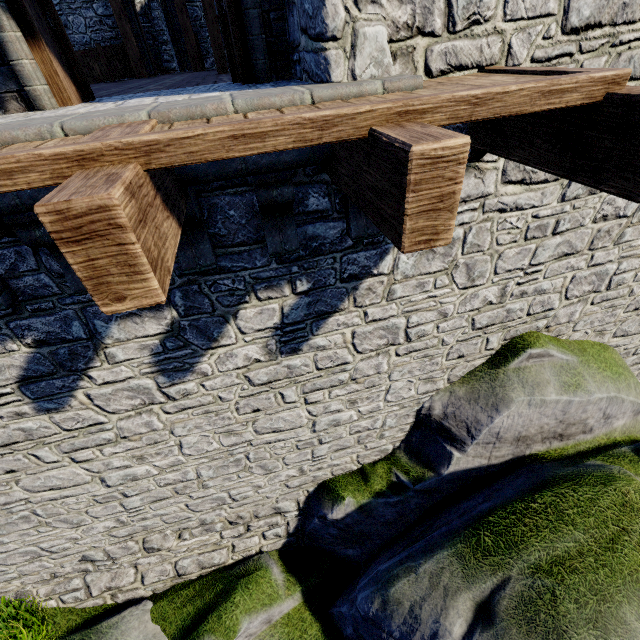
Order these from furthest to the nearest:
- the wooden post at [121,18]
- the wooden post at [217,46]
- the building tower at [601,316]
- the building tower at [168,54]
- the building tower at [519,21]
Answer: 1. the building tower at [168,54]
2. the wooden post at [121,18]
3. the wooden post at [217,46]
4. the building tower at [601,316]
5. the building tower at [519,21]

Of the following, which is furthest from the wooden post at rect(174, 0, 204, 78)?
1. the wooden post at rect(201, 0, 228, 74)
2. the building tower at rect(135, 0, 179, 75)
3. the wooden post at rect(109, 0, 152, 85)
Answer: the wooden post at rect(201, 0, 228, 74)

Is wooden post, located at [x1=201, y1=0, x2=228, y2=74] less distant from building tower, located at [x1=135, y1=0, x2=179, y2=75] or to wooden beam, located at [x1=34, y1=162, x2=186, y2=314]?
building tower, located at [x1=135, y1=0, x2=179, y2=75]

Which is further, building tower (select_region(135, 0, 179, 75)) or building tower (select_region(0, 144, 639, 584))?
building tower (select_region(135, 0, 179, 75))

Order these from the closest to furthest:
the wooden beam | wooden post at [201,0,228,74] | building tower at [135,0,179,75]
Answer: the wooden beam, wooden post at [201,0,228,74], building tower at [135,0,179,75]

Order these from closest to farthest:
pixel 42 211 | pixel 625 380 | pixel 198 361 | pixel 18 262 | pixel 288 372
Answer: pixel 42 211 → pixel 18 262 → pixel 198 361 → pixel 288 372 → pixel 625 380

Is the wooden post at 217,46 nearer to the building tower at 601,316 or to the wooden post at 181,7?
the building tower at 601,316

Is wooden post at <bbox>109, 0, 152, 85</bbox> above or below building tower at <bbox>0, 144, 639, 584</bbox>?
above
